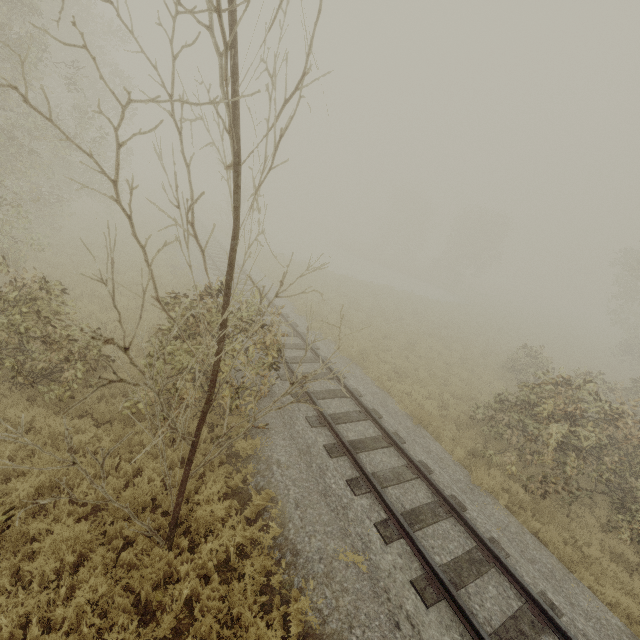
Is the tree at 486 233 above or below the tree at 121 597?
above

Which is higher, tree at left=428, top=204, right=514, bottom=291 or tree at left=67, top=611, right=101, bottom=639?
tree at left=428, top=204, right=514, bottom=291

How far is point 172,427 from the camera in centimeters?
364cm

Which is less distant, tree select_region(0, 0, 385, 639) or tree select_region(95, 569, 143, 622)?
tree select_region(0, 0, 385, 639)

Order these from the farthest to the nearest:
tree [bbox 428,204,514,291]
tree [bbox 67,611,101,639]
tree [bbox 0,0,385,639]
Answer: tree [bbox 428,204,514,291], tree [bbox 67,611,101,639], tree [bbox 0,0,385,639]

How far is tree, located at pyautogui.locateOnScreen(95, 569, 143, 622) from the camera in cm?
431
